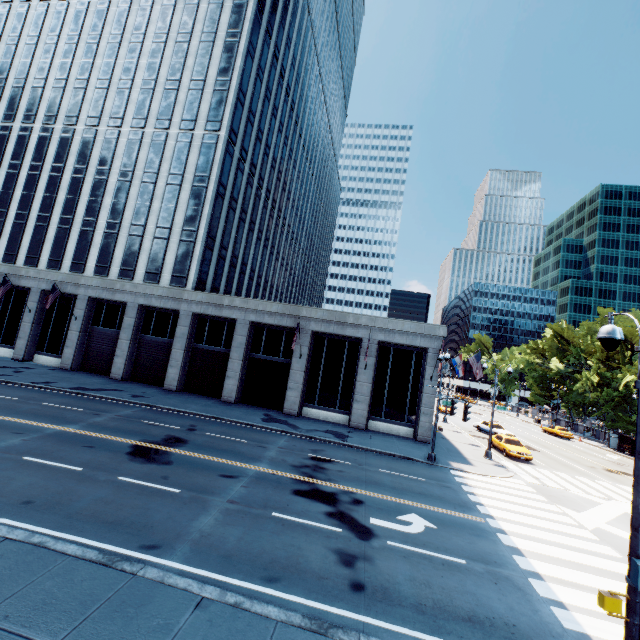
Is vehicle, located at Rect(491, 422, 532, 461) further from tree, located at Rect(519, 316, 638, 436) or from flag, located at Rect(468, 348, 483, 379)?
tree, located at Rect(519, 316, 638, 436)

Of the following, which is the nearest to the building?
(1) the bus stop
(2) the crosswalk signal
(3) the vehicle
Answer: (3) the vehicle

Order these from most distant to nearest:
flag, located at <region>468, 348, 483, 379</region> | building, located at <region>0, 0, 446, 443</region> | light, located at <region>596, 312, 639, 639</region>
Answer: building, located at <region>0, 0, 446, 443</region> → flag, located at <region>468, 348, 483, 379</region> → light, located at <region>596, 312, 639, 639</region>

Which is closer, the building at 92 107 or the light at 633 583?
the light at 633 583

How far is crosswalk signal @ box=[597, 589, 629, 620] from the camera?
5.4m

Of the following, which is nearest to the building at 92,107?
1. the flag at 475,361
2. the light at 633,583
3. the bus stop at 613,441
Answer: the flag at 475,361

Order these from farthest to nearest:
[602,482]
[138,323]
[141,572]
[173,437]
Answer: [138,323] < [602,482] < [173,437] < [141,572]

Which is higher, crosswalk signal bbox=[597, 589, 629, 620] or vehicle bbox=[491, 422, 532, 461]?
crosswalk signal bbox=[597, 589, 629, 620]
